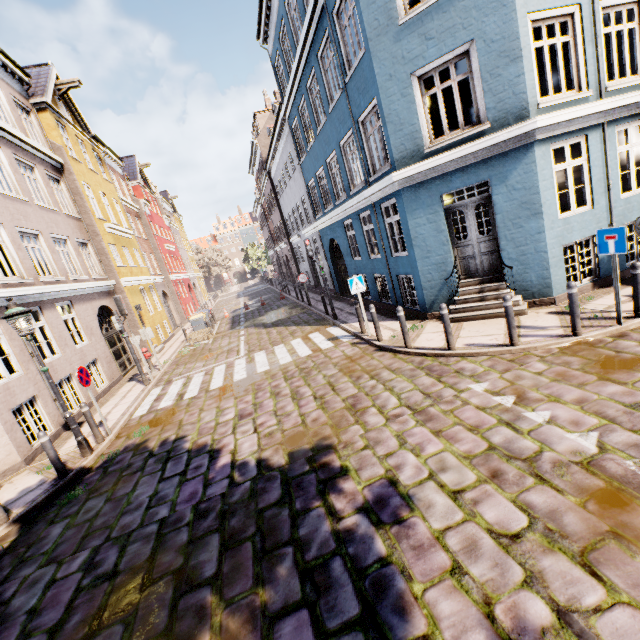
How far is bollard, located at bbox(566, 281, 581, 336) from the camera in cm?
610

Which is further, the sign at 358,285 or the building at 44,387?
the sign at 358,285

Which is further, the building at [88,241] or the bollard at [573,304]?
the building at [88,241]

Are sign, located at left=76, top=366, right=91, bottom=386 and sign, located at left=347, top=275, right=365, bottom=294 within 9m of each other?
yes

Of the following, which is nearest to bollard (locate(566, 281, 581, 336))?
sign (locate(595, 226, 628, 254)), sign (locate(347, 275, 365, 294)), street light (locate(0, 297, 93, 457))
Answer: sign (locate(595, 226, 628, 254))

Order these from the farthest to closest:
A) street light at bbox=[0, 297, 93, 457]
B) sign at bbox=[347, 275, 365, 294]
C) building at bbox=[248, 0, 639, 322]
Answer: sign at bbox=[347, 275, 365, 294] → building at bbox=[248, 0, 639, 322] → street light at bbox=[0, 297, 93, 457]

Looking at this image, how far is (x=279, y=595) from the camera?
3.2 meters

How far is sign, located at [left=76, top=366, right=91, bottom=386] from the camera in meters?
7.8 m
